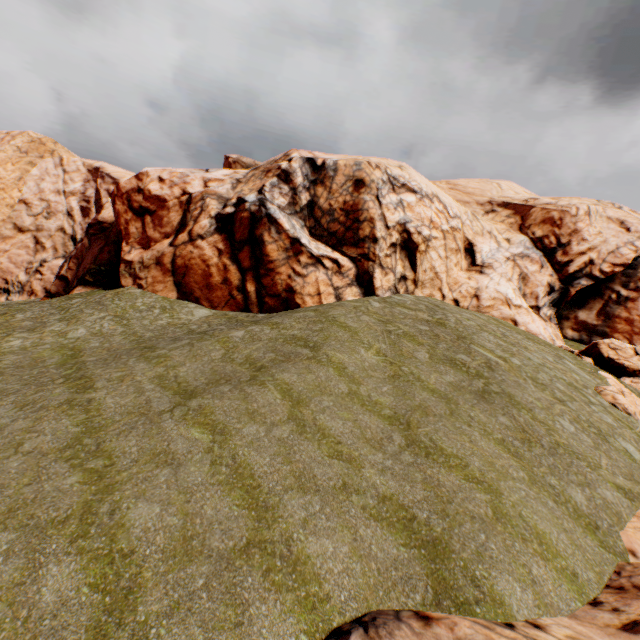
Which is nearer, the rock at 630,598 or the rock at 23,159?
the rock at 630,598

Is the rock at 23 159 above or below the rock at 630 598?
Answer: above

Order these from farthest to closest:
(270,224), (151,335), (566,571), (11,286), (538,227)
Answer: (11,286), (538,227), (270,224), (151,335), (566,571)

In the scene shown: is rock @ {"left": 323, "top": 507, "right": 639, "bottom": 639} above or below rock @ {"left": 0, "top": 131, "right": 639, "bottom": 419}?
below

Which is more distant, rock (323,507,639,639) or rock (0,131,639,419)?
rock (0,131,639,419)
